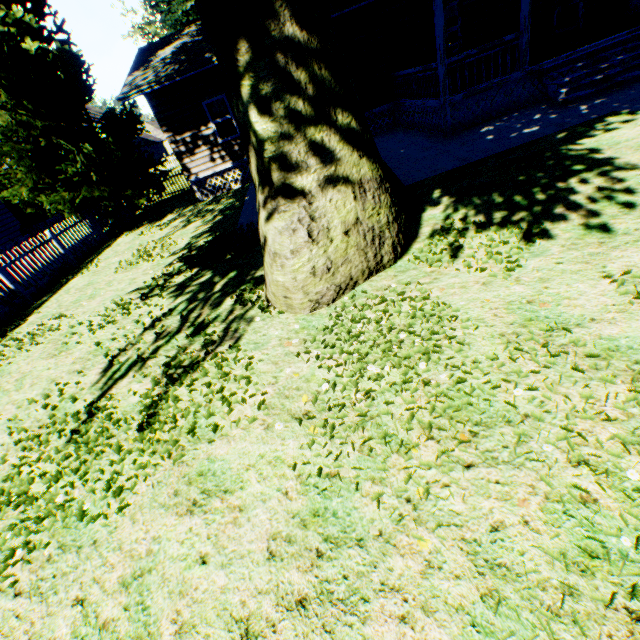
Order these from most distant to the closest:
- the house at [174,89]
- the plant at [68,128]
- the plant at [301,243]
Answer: the house at [174,89]
the plant at [68,128]
the plant at [301,243]

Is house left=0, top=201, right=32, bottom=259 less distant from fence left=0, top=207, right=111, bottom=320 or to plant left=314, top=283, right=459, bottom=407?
fence left=0, top=207, right=111, bottom=320

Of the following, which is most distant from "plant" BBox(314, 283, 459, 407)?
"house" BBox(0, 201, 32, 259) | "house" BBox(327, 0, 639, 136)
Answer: "house" BBox(0, 201, 32, 259)

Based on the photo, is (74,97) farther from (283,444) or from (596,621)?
(596,621)

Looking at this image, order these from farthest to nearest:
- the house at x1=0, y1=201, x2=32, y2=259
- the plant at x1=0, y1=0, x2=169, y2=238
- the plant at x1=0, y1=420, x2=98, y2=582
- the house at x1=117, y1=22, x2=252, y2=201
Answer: the house at x1=0, y1=201, x2=32, y2=259 < the house at x1=117, y1=22, x2=252, y2=201 < the plant at x1=0, y1=0, x2=169, y2=238 < the plant at x1=0, y1=420, x2=98, y2=582

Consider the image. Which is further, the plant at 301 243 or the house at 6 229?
the house at 6 229

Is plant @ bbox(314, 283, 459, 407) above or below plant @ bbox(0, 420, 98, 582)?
below
